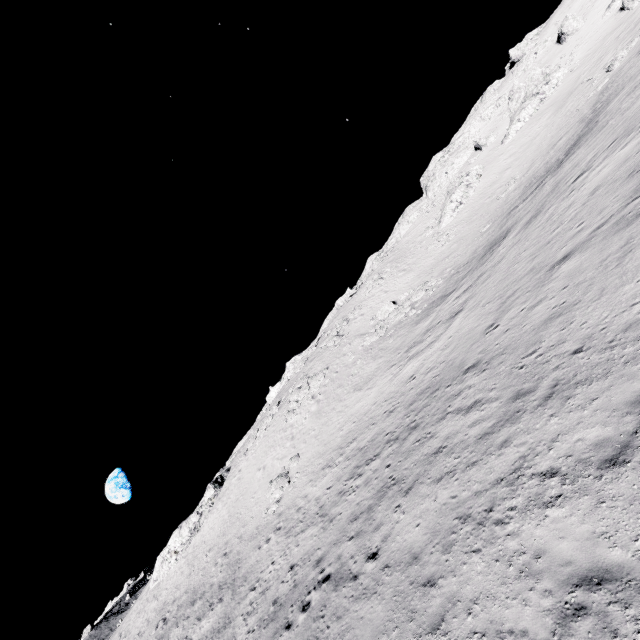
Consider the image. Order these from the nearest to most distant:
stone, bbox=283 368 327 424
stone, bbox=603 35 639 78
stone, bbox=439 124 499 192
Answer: stone, bbox=603 35 639 78 → stone, bbox=283 368 327 424 → stone, bbox=439 124 499 192

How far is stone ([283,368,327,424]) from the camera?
36.56m

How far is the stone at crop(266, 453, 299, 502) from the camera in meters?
26.5 m

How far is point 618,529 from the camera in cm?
562

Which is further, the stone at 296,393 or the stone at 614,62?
the stone at 296,393

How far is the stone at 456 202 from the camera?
45.6 meters

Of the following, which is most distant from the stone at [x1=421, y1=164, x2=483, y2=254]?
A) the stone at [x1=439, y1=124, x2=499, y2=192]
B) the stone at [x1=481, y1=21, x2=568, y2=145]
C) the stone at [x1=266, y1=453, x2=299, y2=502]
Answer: the stone at [x1=266, y1=453, x2=299, y2=502]

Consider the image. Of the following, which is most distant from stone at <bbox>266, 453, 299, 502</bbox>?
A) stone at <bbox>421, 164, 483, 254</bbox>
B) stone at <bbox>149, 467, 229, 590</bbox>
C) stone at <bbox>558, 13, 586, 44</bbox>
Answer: stone at <bbox>558, 13, 586, 44</bbox>
